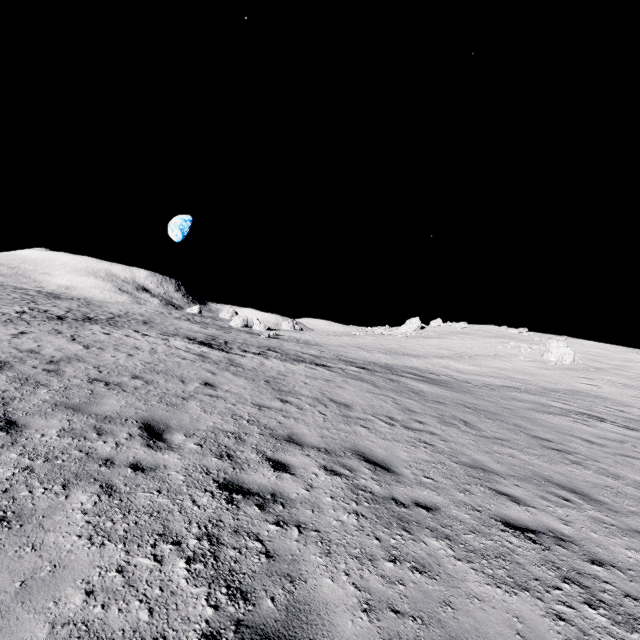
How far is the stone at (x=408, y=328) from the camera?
52.97m

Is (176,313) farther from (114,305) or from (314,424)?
(314,424)

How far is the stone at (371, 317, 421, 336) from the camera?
53.0m
